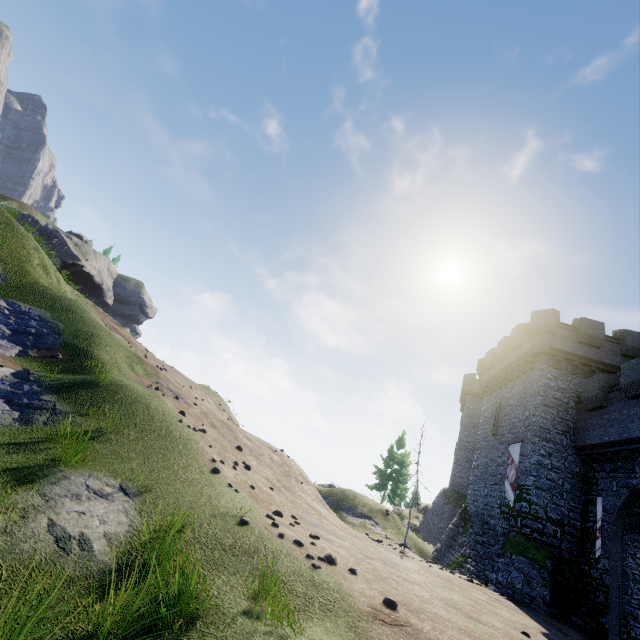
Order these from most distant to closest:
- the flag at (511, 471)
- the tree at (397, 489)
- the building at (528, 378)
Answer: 1. the tree at (397, 489)
2. the flag at (511, 471)
3. the building at (528, 378)

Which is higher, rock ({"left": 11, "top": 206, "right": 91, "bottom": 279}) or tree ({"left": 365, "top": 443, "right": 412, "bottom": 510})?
rock ({"left": 11, "top": 206, "right": 91, "bottom": 279})

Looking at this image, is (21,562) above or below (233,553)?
below

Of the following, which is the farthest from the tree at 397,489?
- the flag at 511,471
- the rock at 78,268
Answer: the rock at 78,268

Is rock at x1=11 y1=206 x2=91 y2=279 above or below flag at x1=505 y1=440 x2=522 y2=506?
above

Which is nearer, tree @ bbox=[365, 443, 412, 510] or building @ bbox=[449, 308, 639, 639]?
building @ bbox=[449, 308, 639, 639]

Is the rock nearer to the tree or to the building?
the tree

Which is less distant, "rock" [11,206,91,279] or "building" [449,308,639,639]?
"building" [449,308,639,639]
